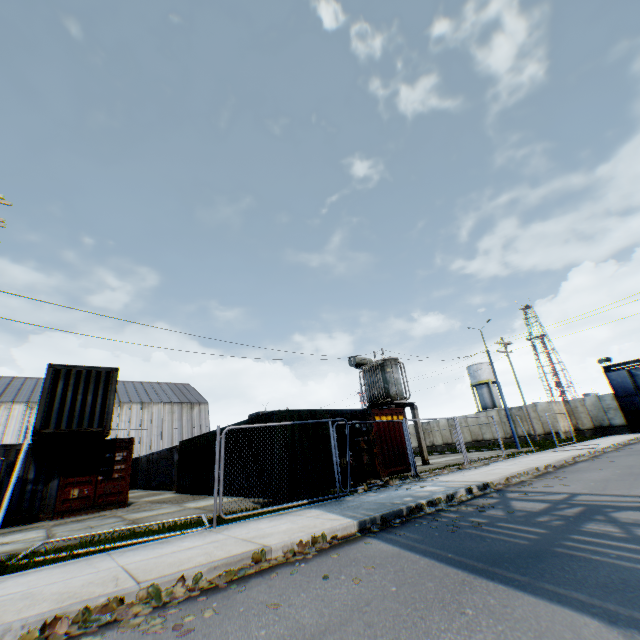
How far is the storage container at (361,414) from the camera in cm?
1236

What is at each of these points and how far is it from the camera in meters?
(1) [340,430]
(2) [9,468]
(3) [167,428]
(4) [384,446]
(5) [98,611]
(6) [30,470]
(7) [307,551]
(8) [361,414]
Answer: (1) storage container, 13.7
(2) storage container, 12.8
(3) building, 48.7
(4) storage container, 15.0
(5) leaf decal, 3.7
(6) storage container, 13.2
(7) leaf decal, 5.4
(8) storage container, 14.8

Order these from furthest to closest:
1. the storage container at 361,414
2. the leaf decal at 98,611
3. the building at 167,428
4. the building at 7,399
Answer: the building at 167,428, the building at 7,399, the storage container at 361,414, the leaf decal at 98,611

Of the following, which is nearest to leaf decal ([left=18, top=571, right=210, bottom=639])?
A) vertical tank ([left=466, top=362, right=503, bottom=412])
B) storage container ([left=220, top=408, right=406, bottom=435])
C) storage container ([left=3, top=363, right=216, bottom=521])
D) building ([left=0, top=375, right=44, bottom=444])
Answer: storage container ([left=220, top=408, right=406, bottom=435])

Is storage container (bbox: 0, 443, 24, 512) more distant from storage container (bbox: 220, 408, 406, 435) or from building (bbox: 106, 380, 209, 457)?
building (bbox: 106, 380, 209, 457)

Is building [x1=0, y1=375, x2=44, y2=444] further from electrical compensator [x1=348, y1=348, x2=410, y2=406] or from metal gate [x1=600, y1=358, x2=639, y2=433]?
metal gate [x1=600, y1=358, x2=639, y2=433]

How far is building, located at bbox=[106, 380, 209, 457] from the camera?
45.7 meters

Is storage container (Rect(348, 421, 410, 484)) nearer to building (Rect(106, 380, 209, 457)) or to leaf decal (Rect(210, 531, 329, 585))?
leaf decal (Rect(210, 531, 329, 585))
